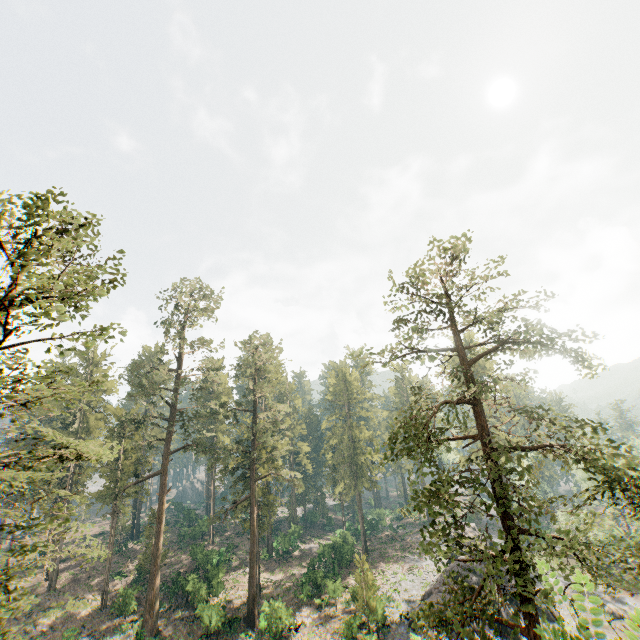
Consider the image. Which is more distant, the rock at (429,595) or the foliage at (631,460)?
the rock at (429,595)

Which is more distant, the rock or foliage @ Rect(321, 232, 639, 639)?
the rock

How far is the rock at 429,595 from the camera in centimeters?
2833cm

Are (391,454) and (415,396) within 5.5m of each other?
yes

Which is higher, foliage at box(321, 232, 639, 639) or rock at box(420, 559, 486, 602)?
foliage at box(321, 232, 639, 639)

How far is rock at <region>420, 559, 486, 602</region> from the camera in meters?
28.3 m
